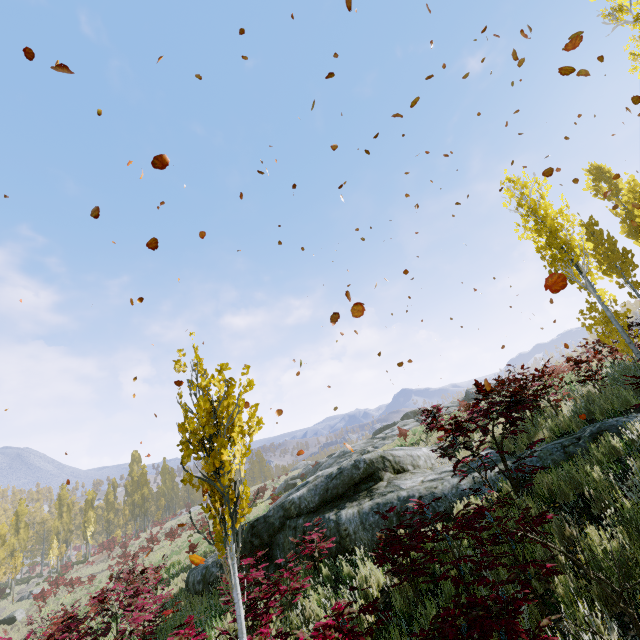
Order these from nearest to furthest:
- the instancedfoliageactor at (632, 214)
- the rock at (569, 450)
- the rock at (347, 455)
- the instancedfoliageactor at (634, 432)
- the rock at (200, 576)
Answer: the instancedfoliageactor at (634, 432)
the rock at (569, 450)
the rock at (347, 455)
the rock at (200, 576)
the instancedfoliageactor at (632, 214)

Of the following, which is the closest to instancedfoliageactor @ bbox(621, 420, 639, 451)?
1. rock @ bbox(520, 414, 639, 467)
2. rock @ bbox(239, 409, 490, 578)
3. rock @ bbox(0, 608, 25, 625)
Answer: rock @ bbox(520, 414, 639, 467)

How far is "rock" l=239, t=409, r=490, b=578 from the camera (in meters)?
6.70

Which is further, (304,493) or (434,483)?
(304,493)

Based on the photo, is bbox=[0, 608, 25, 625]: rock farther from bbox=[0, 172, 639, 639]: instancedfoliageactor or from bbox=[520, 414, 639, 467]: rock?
Result: bbox=[520, 414, 639, 467]: rock

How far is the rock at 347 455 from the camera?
6.7m

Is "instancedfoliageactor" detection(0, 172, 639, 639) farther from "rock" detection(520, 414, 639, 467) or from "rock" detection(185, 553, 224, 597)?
"rock" detection(185, 553, 224, 597)
